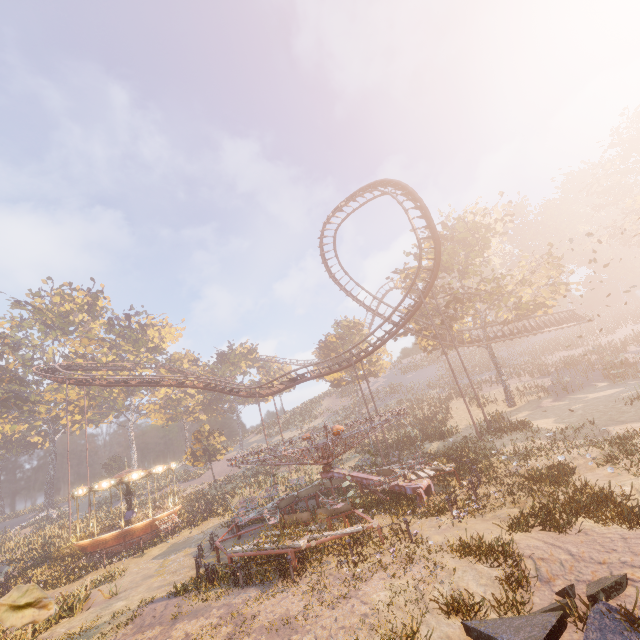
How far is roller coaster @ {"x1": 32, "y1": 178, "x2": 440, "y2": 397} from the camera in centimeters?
2448cm

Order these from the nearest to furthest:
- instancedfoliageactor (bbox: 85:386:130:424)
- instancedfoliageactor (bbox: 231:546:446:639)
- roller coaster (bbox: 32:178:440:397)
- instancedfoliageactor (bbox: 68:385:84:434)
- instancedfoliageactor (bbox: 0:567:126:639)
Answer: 1. instancedfoliageactor (bbox: 231:546:446:639)
2. instancedfoliageactor (bbox: 0:567:126:639)
3. roller coaster (bbox: 32:178:440:397)
4. instancedfoliageactor (bbox: 68:385:84:434)
5. instancedfoliageactor (bbox: 85:386:130:424)

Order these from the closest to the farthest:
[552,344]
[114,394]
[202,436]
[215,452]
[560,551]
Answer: [560,551] → [215,452] → [202,436] → [552,344] → [114,394]

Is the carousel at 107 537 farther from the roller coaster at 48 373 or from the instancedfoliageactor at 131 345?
the roller coaster at 48 373

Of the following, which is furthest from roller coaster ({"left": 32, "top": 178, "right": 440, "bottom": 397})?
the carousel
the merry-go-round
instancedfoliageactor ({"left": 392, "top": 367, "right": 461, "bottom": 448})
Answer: instancedfoliageactor ({"left": 392, "top": 367, "right": 461, "bottom": 448})

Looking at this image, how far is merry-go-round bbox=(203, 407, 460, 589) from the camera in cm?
1212

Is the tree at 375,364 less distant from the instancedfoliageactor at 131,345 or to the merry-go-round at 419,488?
the merry-go-round at 419,488

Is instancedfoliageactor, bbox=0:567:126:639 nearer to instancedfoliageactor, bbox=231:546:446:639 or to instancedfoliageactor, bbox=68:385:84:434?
instancedfoliageactor, bbox=231:546:446:639
